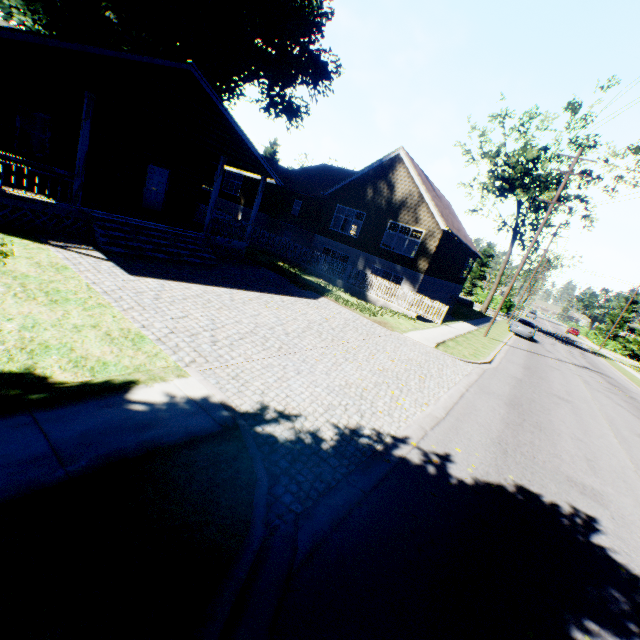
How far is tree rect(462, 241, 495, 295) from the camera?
57.53m

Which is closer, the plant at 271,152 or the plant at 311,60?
the plant at 311,60

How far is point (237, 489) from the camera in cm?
359

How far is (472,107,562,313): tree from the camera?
32.72m

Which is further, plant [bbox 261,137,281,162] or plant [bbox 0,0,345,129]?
plant [bbox 261,137,281,162]

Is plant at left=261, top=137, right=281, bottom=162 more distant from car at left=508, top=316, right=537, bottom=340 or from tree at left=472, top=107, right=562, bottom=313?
car at left=508, top=316, right=537, bottom=340

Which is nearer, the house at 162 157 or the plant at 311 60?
the house at 162 157

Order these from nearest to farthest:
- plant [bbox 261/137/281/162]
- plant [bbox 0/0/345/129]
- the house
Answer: the house → plant [bbox 0/0/345/129] → plant [bbox 261/137/281/162]
